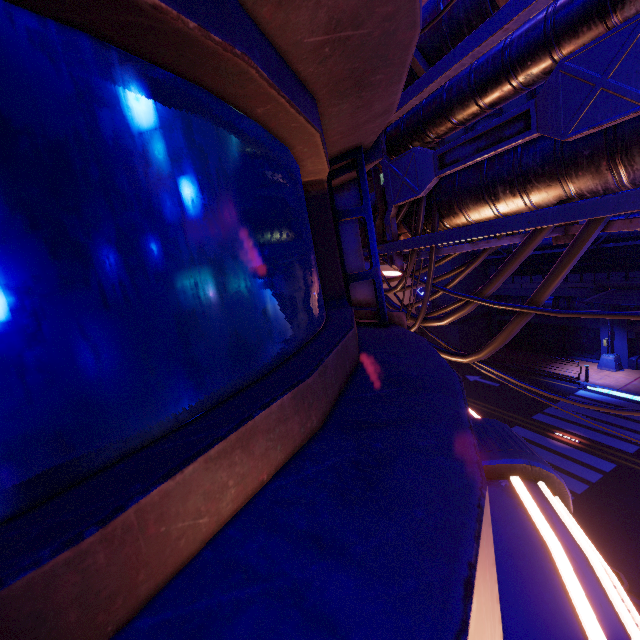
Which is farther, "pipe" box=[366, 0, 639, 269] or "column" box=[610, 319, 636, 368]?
"column" box=[610, 319, 636, 368]

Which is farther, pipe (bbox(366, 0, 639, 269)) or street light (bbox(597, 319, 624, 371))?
street light (bbox(597, 319, 624, 371))

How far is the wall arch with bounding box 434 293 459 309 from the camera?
29.34m

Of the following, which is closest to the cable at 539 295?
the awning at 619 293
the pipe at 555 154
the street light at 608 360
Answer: the pipe at 555 154

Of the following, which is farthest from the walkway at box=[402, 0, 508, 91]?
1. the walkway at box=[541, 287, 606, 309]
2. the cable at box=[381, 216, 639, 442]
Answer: the walkway at box=[541, 287, 606, 309]

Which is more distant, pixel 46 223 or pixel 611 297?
pixel 611 297

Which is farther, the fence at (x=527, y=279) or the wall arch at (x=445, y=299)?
the wall arch at (x=445, y=299)
